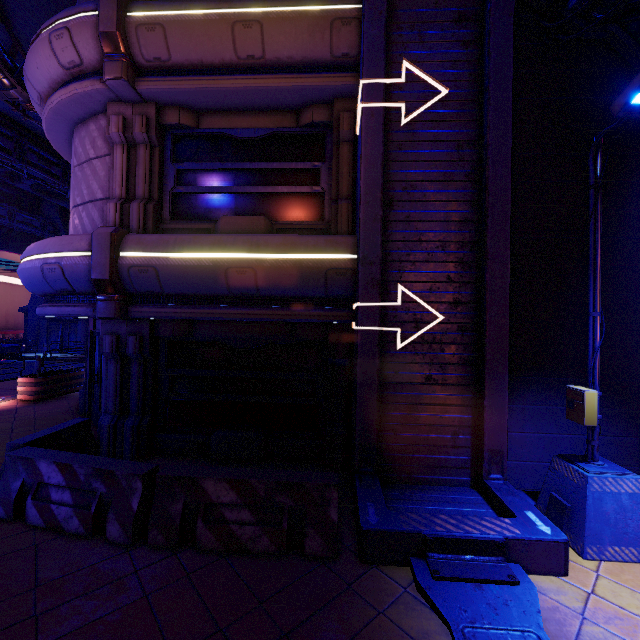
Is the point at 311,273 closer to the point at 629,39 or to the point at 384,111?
the point at 384,111

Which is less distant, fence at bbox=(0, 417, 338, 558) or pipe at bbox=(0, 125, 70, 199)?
fence at bbox=(0, 417, 338, 558)

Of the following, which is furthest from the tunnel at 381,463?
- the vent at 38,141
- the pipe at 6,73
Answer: the vent at 38,141

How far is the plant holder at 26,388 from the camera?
11.25m

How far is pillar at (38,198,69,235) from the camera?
25.86m

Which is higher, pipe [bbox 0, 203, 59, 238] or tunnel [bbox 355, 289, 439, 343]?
pipe [bbox 0, 203, 59, 238]

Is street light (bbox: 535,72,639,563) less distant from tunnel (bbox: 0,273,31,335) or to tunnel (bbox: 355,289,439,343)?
tunnel (bbox: 355,289,439,343)

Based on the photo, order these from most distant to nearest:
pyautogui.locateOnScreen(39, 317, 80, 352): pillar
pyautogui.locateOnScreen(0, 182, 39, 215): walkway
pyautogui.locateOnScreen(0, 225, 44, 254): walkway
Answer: pyautogui.locateOnScreen(39, 317, 80, 352): pillar
pyautogui.locateOnScreen(0, 225, 44, 254): walkway
pyautogui.locateOnScreen(0, 182, 39, 215): walkway
